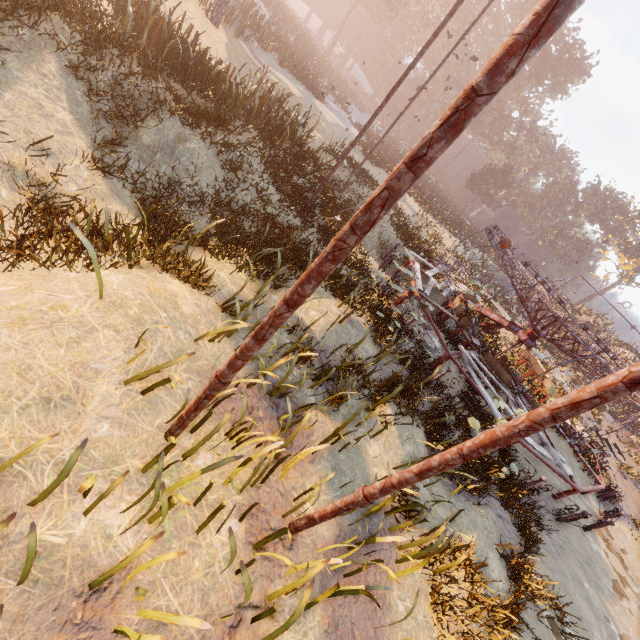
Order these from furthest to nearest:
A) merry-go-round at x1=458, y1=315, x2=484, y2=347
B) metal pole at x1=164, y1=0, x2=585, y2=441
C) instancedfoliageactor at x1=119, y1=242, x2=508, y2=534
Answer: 1. merry-go-round at x1=458, y1=315, x2=484, y2=347
2. instancedfoliageactor at x1=119, y1=242, x2=508, y2=534
3. metal pole at x1=164, y1=0, x2=585, y2=441

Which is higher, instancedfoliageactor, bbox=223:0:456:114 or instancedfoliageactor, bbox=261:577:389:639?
instancedfoliageactor, bbox=223:0:456:114

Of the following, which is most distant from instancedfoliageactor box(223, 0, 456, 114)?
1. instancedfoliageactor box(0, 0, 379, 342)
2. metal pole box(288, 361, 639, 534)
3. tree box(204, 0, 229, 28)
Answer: instancedfoliageactor box(0, 0, 379, 342)

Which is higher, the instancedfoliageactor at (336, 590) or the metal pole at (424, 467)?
the metal pole at (424, 467)

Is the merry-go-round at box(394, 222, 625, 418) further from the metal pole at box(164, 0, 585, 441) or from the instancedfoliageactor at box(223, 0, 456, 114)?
the instancedfoliageactor at box(223, 0, 456, 114)

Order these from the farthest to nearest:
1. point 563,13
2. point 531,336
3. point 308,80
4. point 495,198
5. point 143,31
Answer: point 495,198, point 308,80, point 531,336, point 143,31, point 563,13

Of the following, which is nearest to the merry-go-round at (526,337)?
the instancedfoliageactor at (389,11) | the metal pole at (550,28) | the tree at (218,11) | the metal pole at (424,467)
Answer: the metal pole at (424,467)

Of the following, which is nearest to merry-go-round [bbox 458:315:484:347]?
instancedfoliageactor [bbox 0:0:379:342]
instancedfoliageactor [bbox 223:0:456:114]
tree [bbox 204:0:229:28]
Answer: instancedfoliageactor [bbox 0:0:379:342]
